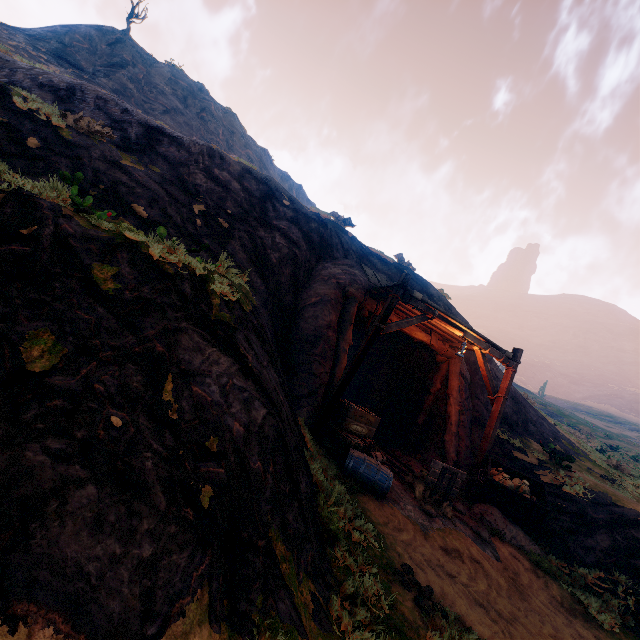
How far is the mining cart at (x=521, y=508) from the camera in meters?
8.1 m

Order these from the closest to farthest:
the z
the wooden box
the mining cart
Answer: the z → the wooden box → the mining cart

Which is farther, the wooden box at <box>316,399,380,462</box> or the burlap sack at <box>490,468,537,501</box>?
the burlap sack at <box>490,468,537,501</box>

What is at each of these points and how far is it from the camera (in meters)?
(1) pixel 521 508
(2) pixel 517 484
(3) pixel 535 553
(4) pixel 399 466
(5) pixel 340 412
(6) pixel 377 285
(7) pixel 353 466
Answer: (1) mining cart, 8.27
(2) burlap sack, 8.70
(3) rock, 7.70
(4) tracks, 8.59
(5) wooden box, 8.02
(6) z, 11.21
(7) barrel, 6.59

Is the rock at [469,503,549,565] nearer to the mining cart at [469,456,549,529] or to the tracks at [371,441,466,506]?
the mining cart at [469,456,549,529]

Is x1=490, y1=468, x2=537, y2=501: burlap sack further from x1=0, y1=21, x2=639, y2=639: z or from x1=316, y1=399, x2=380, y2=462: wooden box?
x1=316, y1=399, x2=380, y2=462: wooden box

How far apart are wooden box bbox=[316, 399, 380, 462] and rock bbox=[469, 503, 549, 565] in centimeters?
289cm

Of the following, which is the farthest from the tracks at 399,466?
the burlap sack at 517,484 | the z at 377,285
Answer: the burlap sack at 517,484
